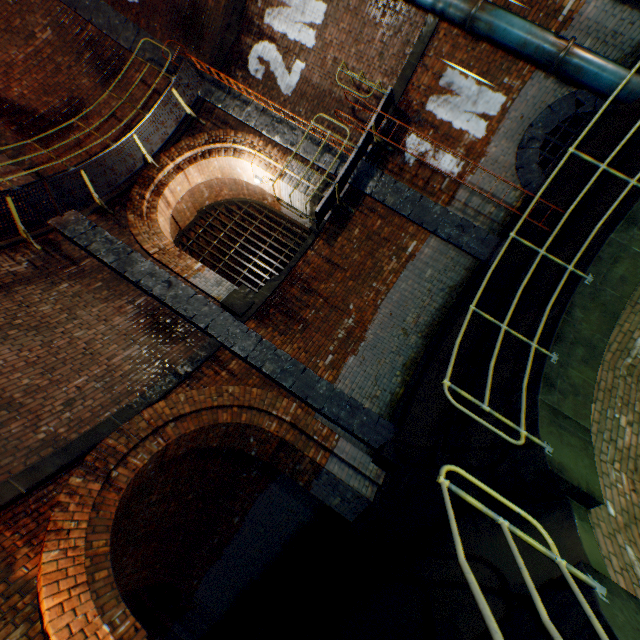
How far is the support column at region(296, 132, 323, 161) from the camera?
8.6m

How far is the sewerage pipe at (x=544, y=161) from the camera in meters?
6.9

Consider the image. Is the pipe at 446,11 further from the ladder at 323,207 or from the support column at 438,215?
the support column at 438,215

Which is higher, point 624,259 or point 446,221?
point 446,221

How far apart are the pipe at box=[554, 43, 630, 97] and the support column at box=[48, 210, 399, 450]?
8.0 meters

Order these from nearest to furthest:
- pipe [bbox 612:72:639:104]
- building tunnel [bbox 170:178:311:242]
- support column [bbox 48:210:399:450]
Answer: pipe [bbox 612:72:639:104] → support column [bbox 48:210:399:450] → building tunnel [bbox 170:178:311:242]

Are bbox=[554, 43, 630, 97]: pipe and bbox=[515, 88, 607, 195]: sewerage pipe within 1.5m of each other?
yes

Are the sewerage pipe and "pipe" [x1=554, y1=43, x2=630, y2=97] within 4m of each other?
yes
